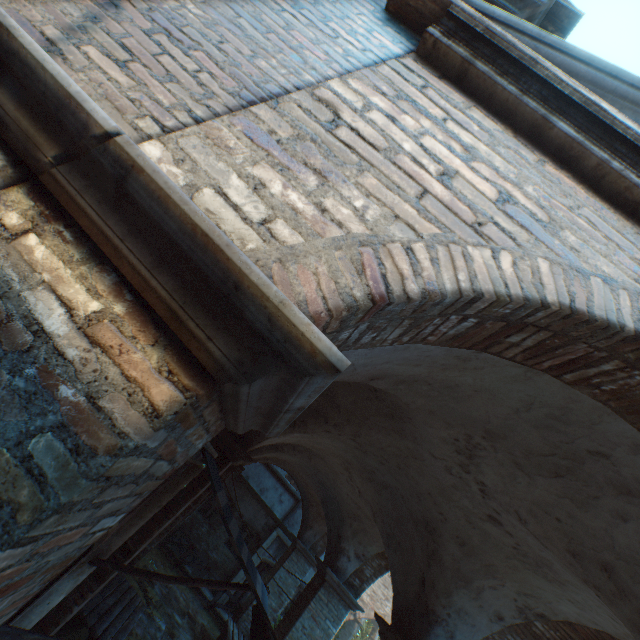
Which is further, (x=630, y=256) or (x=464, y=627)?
(x=464, y=627)

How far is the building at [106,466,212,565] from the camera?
4.6m

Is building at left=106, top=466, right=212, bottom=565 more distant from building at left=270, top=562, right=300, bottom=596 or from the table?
the table

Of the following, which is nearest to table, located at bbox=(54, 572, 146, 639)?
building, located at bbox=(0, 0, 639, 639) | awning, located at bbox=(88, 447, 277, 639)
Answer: awning, located at bbox=(88, 447, 277, 639)

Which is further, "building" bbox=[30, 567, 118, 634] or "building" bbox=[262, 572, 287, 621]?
"building" bbox=[262, 572, 287, 621]

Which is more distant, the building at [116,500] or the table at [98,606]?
the table at [98,606]

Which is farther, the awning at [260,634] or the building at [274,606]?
the building at [274,606]
